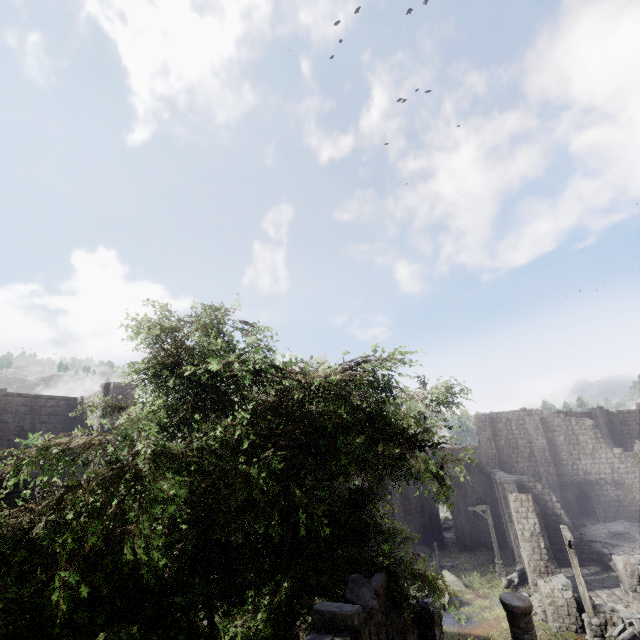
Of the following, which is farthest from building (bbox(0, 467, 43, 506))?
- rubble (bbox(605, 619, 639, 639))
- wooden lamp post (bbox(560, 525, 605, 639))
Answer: wooden lamp post (bbox(560, 525, 605, 639))

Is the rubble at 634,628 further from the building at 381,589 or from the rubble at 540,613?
the rubble at 540,613

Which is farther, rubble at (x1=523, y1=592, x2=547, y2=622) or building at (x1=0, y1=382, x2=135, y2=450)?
building at (x1=0, y1=382, x2=135, y2=450)

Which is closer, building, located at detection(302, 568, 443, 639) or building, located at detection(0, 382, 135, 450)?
building, located at detection(302, 568, 443, 639)

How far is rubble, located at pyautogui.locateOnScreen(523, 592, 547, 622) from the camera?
17.2 meters

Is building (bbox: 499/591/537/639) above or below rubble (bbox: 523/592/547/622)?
above

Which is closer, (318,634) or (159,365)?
(318,634)

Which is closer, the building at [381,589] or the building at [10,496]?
the building at [381,589]
